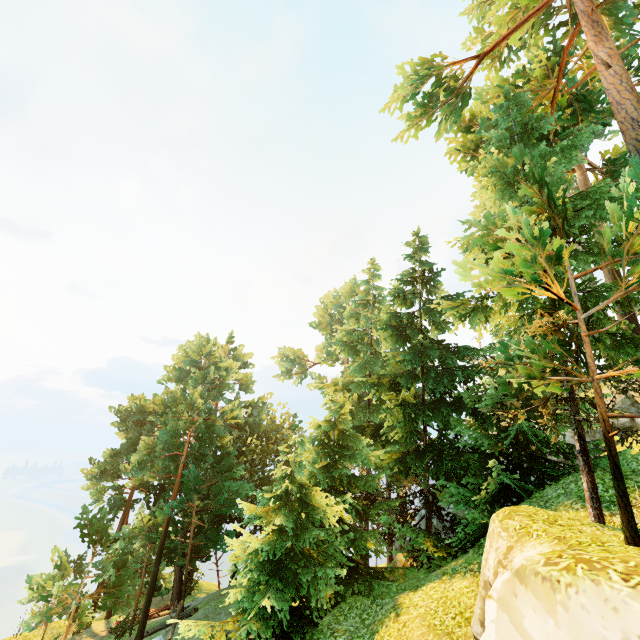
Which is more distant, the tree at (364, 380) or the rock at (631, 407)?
the rock at (631, 407)

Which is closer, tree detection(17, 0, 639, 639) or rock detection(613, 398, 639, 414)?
tree detection(17, 0, 639, 639)

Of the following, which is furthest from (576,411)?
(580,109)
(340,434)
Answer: (580,109)
